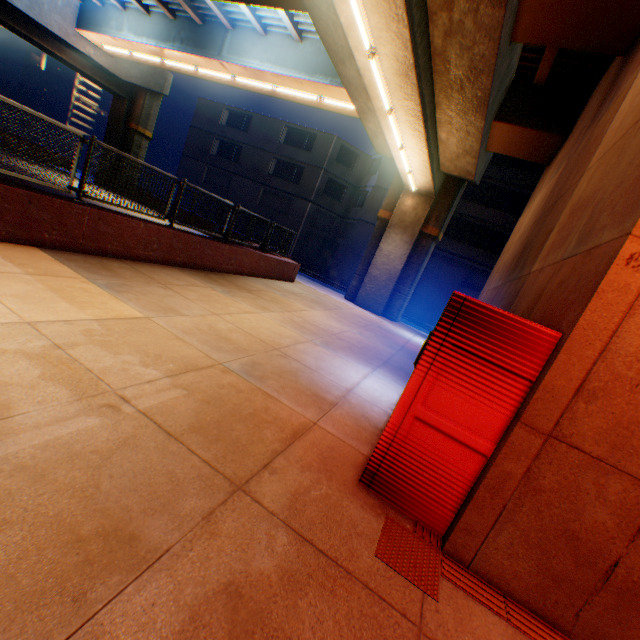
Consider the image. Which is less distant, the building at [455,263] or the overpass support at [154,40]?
the overpass support at [154,40]

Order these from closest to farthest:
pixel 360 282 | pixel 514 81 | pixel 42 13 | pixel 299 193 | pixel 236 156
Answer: pixel 514 81 < pixel 42 13 < pixel 360 282 < pixel 299 193 < pixel 236 156

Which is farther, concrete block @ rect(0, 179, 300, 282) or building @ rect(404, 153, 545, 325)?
building @ rect(404, 153, 545, 325)

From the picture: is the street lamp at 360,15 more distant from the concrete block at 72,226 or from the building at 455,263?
the building at 455,263

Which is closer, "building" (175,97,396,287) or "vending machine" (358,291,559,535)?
"vending machine" (358,291,559,535)

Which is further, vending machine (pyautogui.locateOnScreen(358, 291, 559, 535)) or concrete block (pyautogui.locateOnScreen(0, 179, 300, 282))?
concrete block (pyautogui.locateOnScreen(0, 179, 300, 282))

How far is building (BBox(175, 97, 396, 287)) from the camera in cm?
2850
